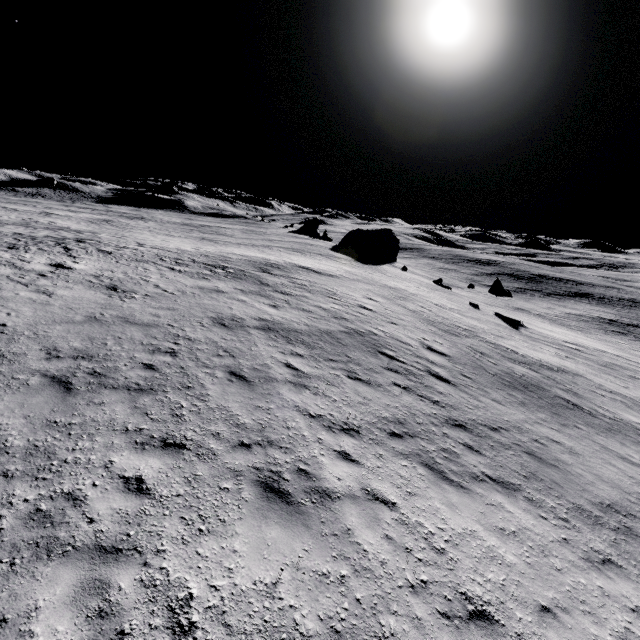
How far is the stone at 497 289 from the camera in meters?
39.4 m

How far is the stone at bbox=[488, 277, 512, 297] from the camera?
39.44m

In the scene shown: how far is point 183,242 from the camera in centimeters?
3800cm
